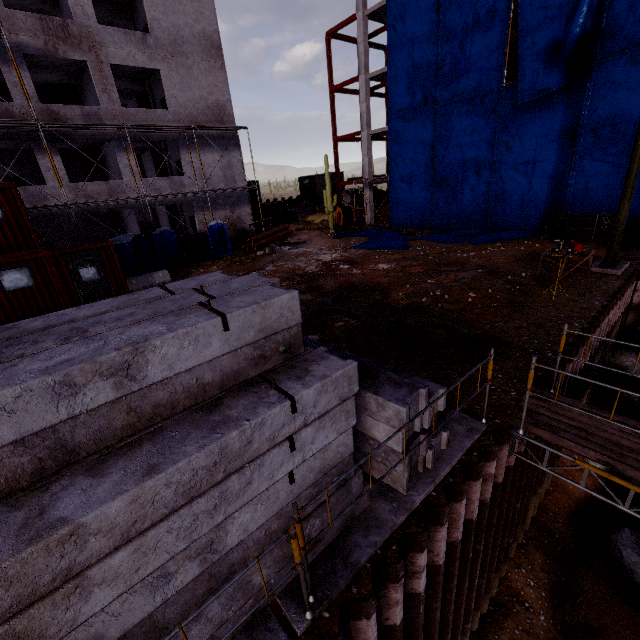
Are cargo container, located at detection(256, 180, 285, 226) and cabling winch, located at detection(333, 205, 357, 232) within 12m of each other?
yes

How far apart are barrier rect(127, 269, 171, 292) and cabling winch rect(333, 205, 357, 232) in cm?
1485

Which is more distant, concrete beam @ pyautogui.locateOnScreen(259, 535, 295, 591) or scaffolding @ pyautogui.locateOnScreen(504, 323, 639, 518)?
scaffolding @ pyautogui.locateOnScreen(504, 323, 639, 518)

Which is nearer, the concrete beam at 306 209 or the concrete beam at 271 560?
the concrete beam at 271 560

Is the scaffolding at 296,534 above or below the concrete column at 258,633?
above

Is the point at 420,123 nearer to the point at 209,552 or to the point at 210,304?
the point at 210,304

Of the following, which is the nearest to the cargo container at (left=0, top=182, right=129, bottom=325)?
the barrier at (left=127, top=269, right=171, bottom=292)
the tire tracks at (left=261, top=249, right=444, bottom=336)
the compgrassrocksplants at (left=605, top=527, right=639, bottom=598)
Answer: the barrier at (left=127, top=269, right=171, bottom=292)

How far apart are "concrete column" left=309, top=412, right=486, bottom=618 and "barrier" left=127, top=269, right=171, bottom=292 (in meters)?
15.03
